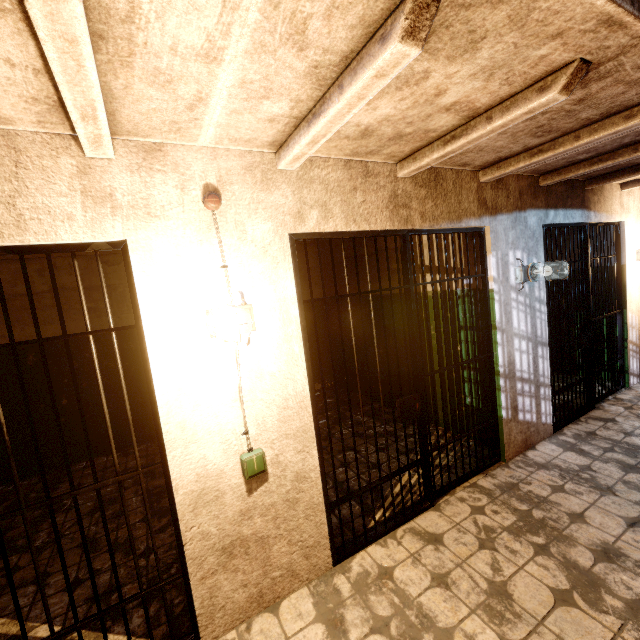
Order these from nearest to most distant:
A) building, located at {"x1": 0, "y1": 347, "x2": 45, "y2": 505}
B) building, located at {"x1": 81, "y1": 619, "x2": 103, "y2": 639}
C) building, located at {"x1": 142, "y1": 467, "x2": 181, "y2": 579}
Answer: building, located at {"x1": 81, "y1": 619, "x2": 103, "y2": 639}, building, located at {"x1": 142, "y1": 467, "x2": 181, "y2": 579}, building, located at {"x1": 0, "y1": 347, "x2": 45, "y2": 505}

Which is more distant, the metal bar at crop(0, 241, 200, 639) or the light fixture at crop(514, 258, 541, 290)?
the light fixture at crop(514, 258, 541, 290)

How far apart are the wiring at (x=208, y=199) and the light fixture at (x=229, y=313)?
0.5 meters

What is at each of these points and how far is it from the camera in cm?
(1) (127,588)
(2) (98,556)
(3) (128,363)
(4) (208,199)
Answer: (1) building, 238
(2) building, 272
(3) building, 478
(4) wiring, 179

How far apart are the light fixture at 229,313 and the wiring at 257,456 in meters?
0.5

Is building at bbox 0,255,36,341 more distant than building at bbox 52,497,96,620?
Yes

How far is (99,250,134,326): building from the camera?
4.61m

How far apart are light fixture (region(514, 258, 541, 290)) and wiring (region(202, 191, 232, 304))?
2.9 meters
